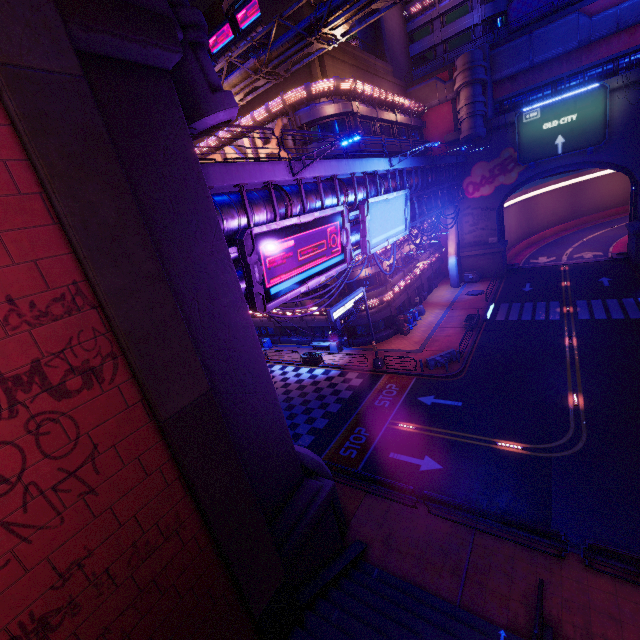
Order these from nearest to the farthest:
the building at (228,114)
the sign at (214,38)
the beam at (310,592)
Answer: the building at (228,114) → the beam at (310,592) → the sign at (214,38)

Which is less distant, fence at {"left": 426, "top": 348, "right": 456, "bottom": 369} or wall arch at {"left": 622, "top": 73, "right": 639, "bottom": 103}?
fence at {"left": 426, "top": 348, "right": 456, "bottom": 369}

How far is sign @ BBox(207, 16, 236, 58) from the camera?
53.6 meters

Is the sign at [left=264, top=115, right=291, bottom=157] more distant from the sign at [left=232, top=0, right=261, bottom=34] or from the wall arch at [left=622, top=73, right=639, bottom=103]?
the sign at [left=232, top=0, right=261, bottom=34]

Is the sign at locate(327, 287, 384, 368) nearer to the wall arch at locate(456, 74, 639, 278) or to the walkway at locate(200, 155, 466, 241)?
the walkway at locate(200, 155, 466, 241)

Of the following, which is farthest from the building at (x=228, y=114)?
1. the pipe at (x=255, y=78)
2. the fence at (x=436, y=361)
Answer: the fence at (x=436, y=361)

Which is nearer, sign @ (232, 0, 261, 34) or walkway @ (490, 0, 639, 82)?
walkway @ (490, 0, 639, 82)

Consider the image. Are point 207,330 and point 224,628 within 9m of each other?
yes
